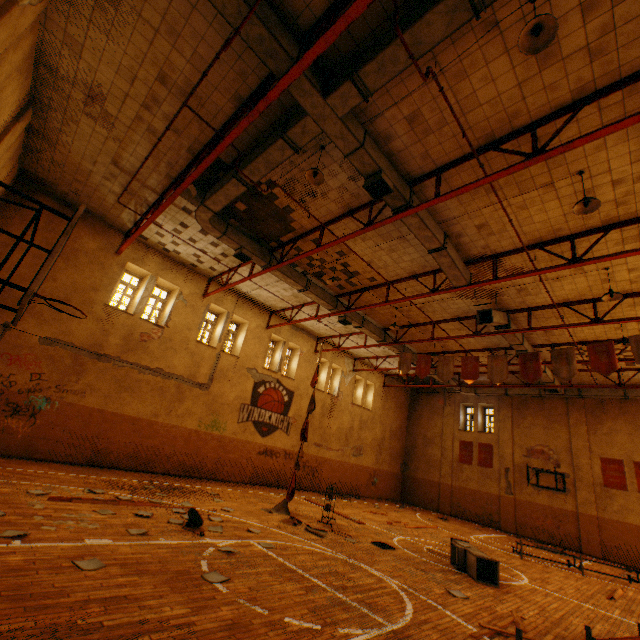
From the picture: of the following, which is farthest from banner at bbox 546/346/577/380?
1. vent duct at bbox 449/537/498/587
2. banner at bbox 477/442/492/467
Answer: banner at bbox 477/442/492/467

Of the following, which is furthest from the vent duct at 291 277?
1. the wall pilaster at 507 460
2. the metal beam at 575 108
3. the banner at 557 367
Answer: the banner at 557 367

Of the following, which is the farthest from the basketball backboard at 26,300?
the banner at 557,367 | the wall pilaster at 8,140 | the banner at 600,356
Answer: the banner at 600,356

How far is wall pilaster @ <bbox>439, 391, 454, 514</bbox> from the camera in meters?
22.8

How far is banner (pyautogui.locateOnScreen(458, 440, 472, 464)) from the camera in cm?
2295

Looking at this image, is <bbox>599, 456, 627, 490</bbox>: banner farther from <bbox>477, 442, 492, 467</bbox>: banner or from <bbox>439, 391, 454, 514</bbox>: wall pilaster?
<bbox>439, 391, 454, 514</bbox>: wall pilaster

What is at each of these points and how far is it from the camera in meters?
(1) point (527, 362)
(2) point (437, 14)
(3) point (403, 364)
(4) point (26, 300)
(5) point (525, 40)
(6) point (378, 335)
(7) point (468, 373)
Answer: (1) banner, 12.1 m
(2) vent duct, 4.8 m
(3) banner, 15.8 m
(4) basketball backboard, 3.0 m
(5) lamp, 4.7 m
(6) vent duct, 17.0 m
(7) banner, 13.4 m

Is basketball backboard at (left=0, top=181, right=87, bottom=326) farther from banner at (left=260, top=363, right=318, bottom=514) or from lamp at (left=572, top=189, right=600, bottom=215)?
lamp at (left=572, top=189, right=600, bottom=215)
